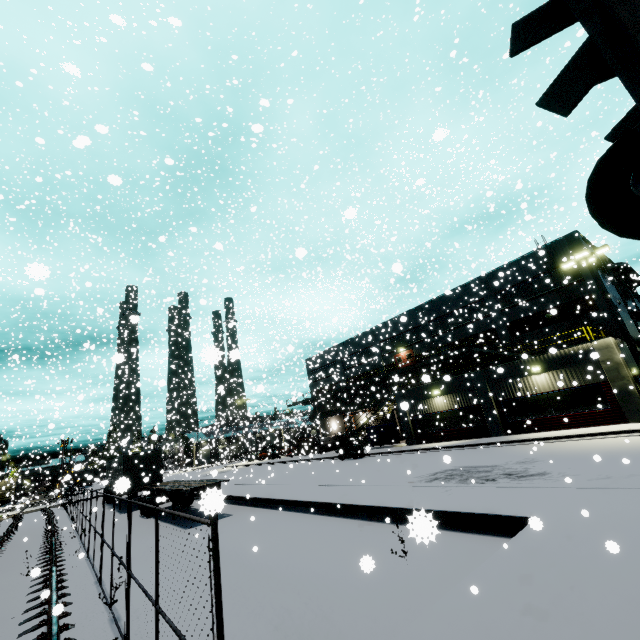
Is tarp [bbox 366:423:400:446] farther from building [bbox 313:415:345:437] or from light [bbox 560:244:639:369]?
light [bbox 560:244:639:369]

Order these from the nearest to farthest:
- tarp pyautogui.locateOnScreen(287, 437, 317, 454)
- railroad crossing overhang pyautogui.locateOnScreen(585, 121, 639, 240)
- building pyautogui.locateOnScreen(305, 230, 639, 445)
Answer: railroad crossing overhang pyautogui.locateOnScreen(585, 121, 639, 240) → building pyautogui.locateOnScreen(305, 230, 639, 445) → tarp pyautogui.locateOnScreen(287, 437, 317, 454)

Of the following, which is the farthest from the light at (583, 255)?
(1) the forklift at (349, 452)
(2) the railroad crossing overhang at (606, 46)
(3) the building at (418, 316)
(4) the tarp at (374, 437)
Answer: (2) the railroad crossing overhang at (606, 46)

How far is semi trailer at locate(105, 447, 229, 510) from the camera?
14.78m

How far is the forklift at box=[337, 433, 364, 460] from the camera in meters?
28.3

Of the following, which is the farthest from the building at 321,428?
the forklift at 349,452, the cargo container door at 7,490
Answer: the forklift at 349,452

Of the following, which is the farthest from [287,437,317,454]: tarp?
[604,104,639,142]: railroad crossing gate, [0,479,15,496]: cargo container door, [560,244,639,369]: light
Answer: [0,479,15,496]: cargo container door

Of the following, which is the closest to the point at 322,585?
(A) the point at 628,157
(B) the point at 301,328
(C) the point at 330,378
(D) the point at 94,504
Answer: (A) the point at 628,157
